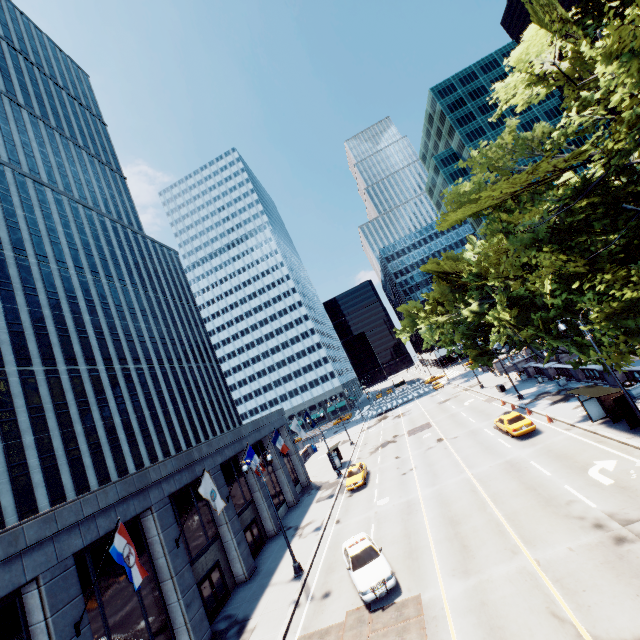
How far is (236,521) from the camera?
23.8m

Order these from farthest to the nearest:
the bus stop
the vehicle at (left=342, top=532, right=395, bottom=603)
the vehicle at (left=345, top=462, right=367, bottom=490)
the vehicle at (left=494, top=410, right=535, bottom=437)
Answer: the vehicle at (left=345, top=462, right=367, bottom=490), the vehicle at (left=494, top=410, right=535, bottom=437), the bus stop, the vehicle at (left=342, top=532, right=395, bottom=603)

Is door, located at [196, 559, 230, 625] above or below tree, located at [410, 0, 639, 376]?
below

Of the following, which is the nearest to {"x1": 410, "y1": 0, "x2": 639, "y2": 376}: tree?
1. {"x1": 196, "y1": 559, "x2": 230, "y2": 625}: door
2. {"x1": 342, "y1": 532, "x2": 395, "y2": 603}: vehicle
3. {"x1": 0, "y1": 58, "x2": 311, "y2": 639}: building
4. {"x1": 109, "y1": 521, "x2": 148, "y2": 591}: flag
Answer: {"x1": 342, "y1": 532, "x2": 395, "y2": 603}: vehicle

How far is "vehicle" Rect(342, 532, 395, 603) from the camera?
14.7 meters

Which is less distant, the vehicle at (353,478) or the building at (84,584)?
the building at (84,584)

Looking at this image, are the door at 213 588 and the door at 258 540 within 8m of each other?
yes

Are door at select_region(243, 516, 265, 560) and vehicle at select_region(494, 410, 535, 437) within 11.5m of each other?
no
